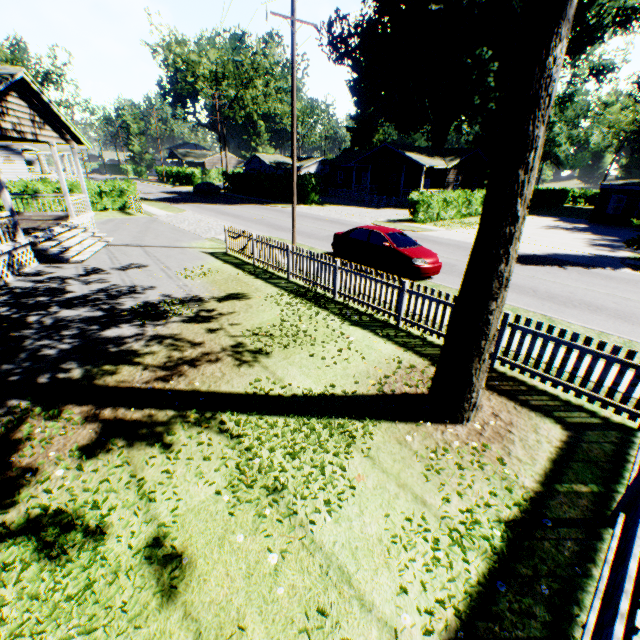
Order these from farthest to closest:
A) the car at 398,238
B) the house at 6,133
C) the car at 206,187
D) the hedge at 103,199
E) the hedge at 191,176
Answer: the hedge at 191,176, the car at 206,187, the hedge at 103,199, the car at 398,238, the house at 6,133

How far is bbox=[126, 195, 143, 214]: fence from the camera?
24.8m

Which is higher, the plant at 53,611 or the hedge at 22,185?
the hedge at 22,185

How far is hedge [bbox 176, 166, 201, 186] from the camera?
55.6 meters

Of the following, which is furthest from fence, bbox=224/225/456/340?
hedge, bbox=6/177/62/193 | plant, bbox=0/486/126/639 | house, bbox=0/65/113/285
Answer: hedge, bbox=6/177/62/193

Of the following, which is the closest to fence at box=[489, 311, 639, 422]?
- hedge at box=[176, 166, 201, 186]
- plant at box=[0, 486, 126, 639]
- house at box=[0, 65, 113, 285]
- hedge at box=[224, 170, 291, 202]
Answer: plant at box=[0, 486, 126, 639]

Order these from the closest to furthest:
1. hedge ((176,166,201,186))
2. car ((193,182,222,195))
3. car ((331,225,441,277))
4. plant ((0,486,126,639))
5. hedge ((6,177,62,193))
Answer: plant ((0,486,126,639)) → car ((331,225,441,277)) → hedge ((6,177,62,193)) → car ((193,182,222,195)) → hedge ((176,166,201,186))

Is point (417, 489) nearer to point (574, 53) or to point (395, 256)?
point (395, 256)
